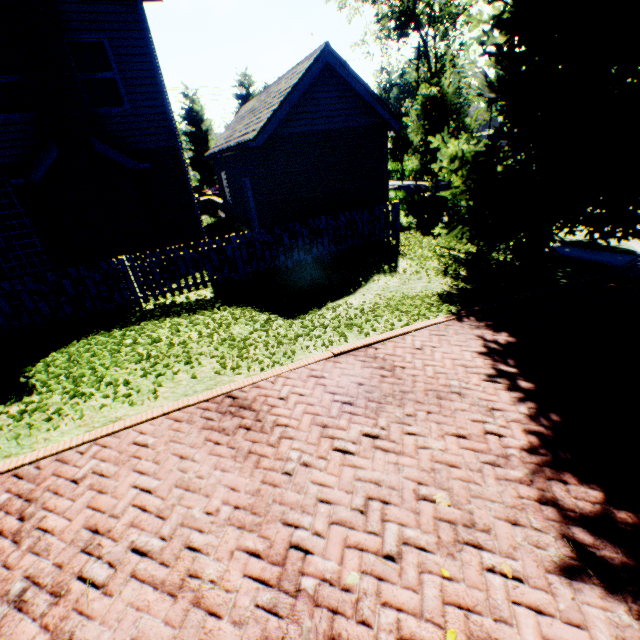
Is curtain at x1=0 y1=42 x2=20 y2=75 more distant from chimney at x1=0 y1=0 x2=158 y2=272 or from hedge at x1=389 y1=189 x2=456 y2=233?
hedge at x1=389 y1=189 x2=456 y2=233

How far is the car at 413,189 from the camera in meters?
21.2

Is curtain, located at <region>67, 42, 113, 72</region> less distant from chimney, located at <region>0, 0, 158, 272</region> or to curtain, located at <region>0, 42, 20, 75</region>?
chimney, located at <region>0, 0, 158, 272</region>

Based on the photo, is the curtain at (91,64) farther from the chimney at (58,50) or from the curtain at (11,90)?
the curtain at (11,90)

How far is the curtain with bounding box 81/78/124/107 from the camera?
8.7 meters

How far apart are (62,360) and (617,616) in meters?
8.1

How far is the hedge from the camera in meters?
13.6 m
